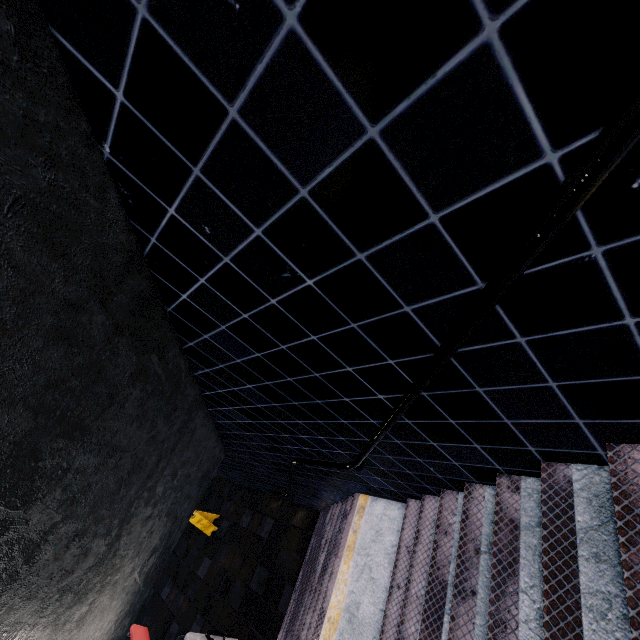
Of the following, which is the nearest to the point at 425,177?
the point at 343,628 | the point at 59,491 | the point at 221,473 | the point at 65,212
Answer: the point at 65,212
